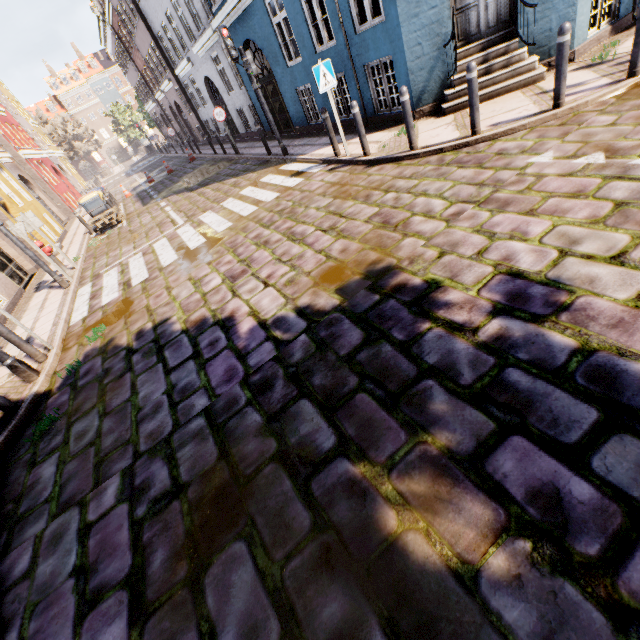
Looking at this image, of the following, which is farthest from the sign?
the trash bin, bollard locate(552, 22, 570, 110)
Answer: the trash bin

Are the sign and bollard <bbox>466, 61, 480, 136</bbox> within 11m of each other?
yes

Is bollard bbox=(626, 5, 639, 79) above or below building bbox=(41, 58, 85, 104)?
below

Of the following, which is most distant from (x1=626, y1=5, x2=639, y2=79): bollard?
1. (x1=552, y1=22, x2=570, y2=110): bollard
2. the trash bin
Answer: the trash bin

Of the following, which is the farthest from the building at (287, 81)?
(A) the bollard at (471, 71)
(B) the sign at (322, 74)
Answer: (A) the bollard at (471, 71)

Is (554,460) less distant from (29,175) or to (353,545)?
(353,545)

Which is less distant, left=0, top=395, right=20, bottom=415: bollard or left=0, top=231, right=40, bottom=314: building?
left=0, top=395, right=20, bottom=415: bollard

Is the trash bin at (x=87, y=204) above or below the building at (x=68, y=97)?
below
